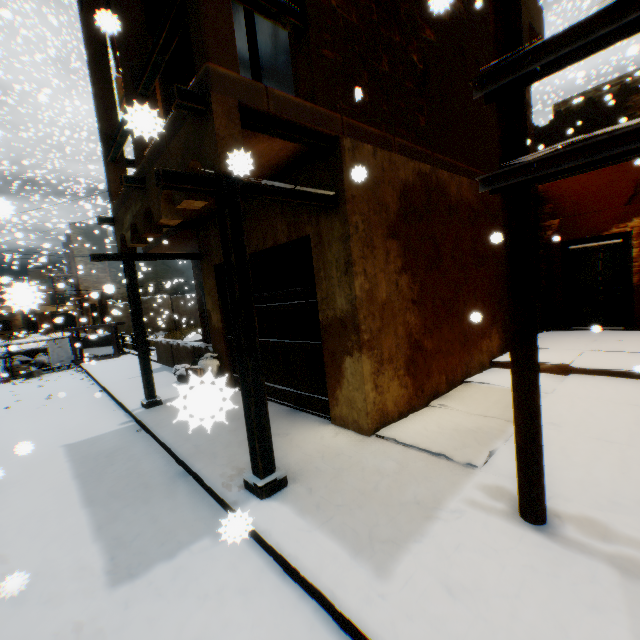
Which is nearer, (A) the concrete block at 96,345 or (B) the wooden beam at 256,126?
(B) the wooden beam at 256,126

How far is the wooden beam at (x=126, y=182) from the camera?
4.38m

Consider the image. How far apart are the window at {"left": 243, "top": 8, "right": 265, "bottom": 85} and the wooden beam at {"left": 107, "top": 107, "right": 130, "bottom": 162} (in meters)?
1.51

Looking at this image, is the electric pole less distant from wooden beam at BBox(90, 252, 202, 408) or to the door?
wooden beam at BBox(90, 252, 202, 408)

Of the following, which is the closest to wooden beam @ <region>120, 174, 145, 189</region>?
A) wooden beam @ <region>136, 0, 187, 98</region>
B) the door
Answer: wooden beam @ <region>136, 0, 187, 98</region>

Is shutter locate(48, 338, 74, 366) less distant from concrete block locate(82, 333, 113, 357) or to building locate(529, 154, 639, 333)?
concrete block locate(82, 333, 113, 357)

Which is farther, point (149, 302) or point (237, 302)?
point (149, 302)

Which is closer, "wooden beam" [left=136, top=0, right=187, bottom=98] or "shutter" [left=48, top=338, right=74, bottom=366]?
"wooden beam" [left=136, top=0, right=187, bottom=98]
